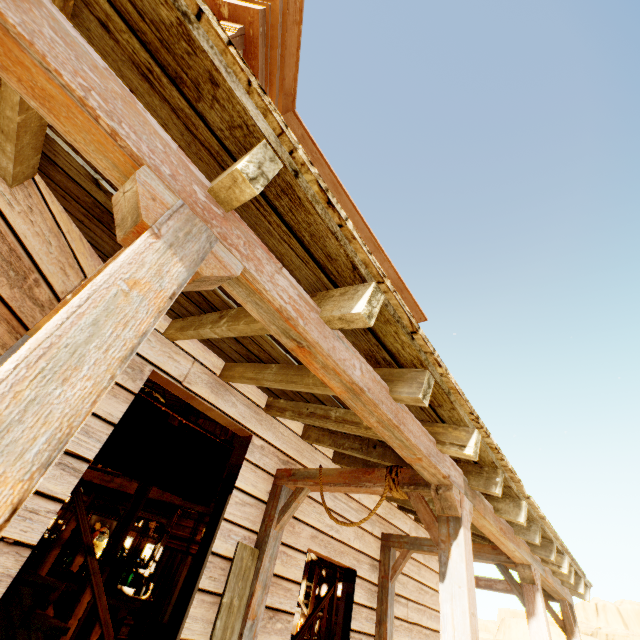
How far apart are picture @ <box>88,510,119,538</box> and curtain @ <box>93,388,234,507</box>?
7.1m

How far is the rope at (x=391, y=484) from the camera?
2.6m

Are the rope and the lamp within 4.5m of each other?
yes

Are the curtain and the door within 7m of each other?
no

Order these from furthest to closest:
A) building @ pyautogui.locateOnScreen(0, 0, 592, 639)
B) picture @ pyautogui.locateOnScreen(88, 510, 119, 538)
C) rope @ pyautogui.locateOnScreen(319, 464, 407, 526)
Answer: picture @ pyautogui.locateOnScreen(88, 510, 119, 538)
rope @ pyautogui.locateOnScreen(319, 464, 407, 526)
building @ pyautogui.locateOnScreen(0, 0, 592, 639)

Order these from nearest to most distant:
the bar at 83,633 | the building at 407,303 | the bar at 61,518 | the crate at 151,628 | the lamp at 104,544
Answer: the building at 407,303, the lamp at 104,544, the bar at 83,633, the bar at 61,518, the crate at 151,628

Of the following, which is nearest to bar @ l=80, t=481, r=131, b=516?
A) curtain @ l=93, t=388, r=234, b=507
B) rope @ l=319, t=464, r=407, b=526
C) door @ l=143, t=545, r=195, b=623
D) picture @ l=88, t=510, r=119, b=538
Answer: picture @ l=88, t=510, r=119, b=538

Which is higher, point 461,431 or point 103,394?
point 461,431
